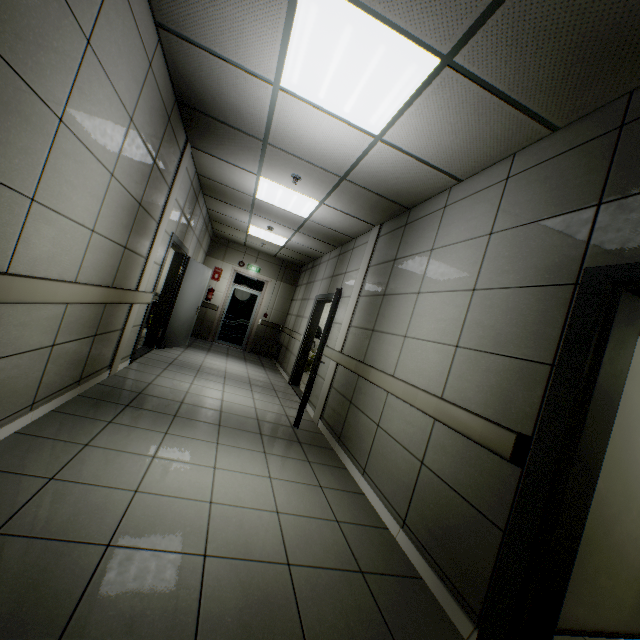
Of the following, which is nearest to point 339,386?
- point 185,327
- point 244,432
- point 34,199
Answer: point 244,432

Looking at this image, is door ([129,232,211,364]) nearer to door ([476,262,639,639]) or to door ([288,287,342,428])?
door ([288,287,342,428])

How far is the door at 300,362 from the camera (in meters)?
4.44

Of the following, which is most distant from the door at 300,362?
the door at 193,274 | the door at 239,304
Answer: the door at 239,304

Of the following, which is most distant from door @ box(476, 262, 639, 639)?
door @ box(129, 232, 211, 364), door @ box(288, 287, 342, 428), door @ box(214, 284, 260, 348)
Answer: door @ box(214, 284, 260, 348)

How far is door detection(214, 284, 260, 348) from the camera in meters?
10.6 m

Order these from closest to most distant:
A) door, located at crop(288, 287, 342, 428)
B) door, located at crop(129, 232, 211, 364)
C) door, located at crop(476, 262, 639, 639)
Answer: door, located at crop(476, 262, 639, 639) < door, located at crop(288, 287, 342, 428) < door, located at crop(129, 232, 211, 364)

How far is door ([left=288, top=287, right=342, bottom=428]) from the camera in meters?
4.4
